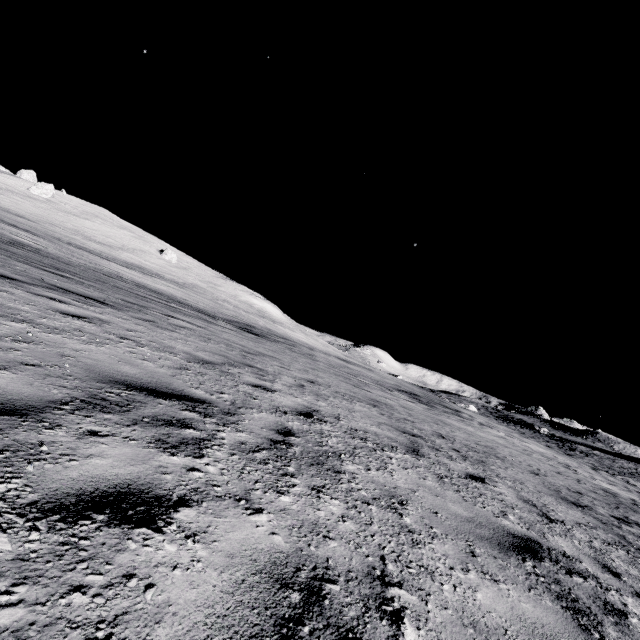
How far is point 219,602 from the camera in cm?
132
